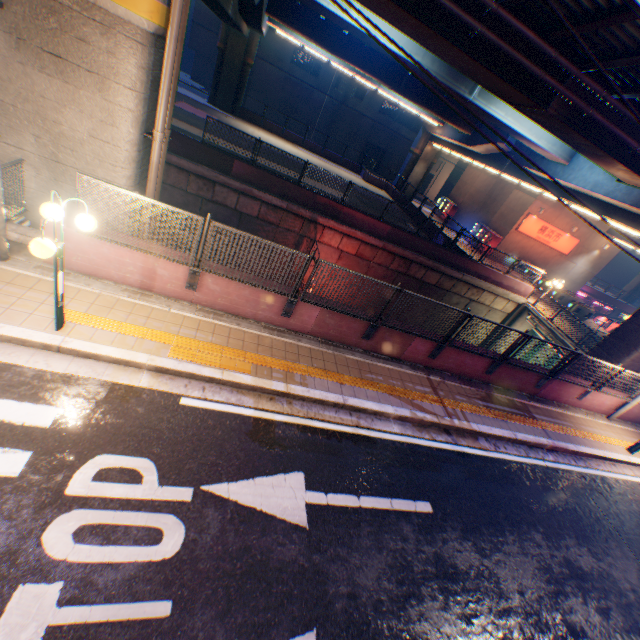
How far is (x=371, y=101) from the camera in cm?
4225

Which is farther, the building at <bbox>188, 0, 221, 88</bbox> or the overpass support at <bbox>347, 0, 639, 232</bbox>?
the building at <bbox>188, 0, 221, 88</bbox>

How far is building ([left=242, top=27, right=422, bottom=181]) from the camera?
38.9m

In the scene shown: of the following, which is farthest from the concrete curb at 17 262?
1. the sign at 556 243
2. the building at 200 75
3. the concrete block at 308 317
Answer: the building at 200 75

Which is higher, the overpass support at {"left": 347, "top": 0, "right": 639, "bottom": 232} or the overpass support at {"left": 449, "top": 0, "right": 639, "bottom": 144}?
the overpass support at {"left": 449, "top": 0, "right": 639, "bottom": 144}

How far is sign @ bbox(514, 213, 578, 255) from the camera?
27.97m

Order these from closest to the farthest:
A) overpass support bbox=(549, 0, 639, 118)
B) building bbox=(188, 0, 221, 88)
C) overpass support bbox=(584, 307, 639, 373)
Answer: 1. overpass support bbox=(549, 0, 639, 118)
2. overpass support bbox=(584, 307, 639, 373)
3. building bbox=(188, 0, 221, 88)

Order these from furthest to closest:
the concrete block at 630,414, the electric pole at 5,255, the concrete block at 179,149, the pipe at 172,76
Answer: the concrete block at 179,149 → the concrete block at 630,414 → the pipe at 172,76 → the electric pole at 5,255
